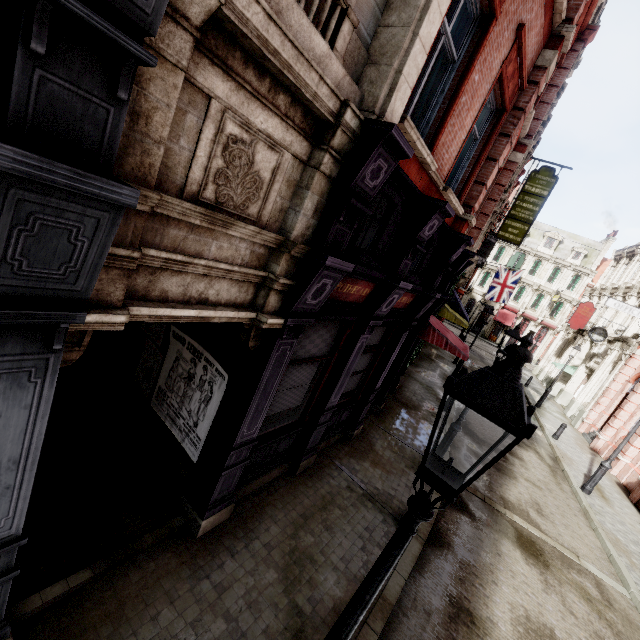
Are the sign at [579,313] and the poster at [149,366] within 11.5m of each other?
no

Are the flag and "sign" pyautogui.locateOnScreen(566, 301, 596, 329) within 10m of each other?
yes

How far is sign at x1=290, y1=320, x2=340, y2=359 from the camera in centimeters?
532cm

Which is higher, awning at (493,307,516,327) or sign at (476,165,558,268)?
sign at (476,165,558,268)

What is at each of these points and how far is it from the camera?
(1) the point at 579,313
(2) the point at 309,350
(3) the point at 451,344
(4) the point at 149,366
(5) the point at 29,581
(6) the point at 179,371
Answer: (1) sign, 26.3 meters
(2) sign, 5.7 meters
(3) awning, 10.5 meters
(4) poster, 6.1 meters
(5) tunnel, 3.7 meters
(6) poster, 5.6 meters

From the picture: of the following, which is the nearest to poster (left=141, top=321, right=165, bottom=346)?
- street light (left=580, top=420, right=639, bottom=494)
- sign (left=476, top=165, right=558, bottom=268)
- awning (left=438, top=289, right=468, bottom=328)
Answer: street light (left=580, top=420, right=639, bottom=494)

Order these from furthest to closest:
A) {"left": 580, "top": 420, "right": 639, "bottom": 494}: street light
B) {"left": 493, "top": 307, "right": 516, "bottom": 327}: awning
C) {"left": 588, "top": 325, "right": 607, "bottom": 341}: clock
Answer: {"left": 493, "top": 307, "right": 516, "bottom": 327}: awning → {"left": 588, "top": 325, "right": 607, "bottom": 341}: clock → {"left": 580, "top": 420, "right": 639, "bottom": 494}: street light

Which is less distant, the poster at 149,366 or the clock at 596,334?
the poster at 149,366
